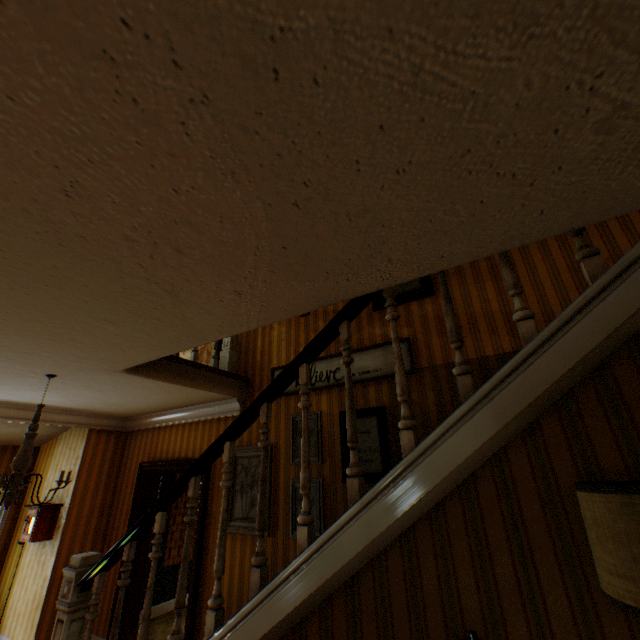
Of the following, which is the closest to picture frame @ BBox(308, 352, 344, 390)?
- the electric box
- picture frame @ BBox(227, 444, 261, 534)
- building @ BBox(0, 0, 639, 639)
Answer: building @ BBox(0, 0, 639, 639)

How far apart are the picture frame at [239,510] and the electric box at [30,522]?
3.0 meters

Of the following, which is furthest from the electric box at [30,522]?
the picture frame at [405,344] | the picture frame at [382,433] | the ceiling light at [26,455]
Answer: the picture frame at [382,433]

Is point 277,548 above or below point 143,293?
below

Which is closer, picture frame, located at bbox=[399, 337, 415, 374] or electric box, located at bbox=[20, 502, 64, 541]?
picture frame, located at bbox=[399, 337, 415, 374]

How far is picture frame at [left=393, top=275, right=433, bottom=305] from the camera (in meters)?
3.72

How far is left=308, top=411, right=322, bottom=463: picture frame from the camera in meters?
3.7

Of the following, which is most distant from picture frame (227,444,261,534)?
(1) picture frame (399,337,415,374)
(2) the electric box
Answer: (2) the electric box
